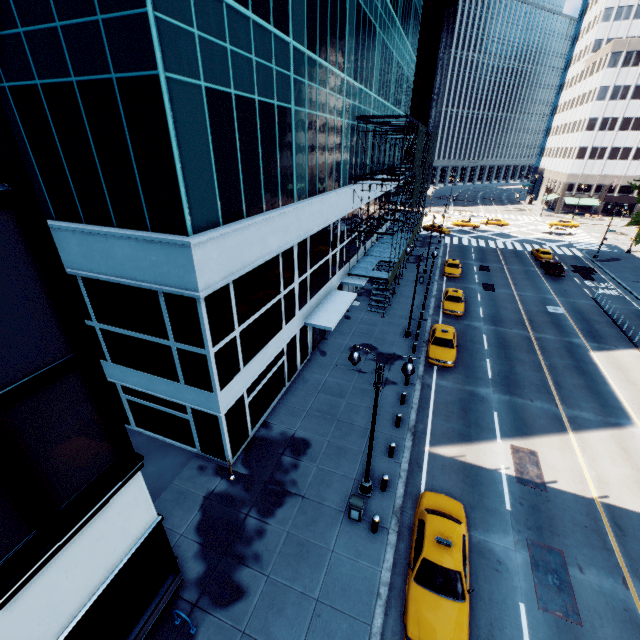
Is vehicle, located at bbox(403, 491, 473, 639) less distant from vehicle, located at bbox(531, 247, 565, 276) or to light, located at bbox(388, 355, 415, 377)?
light, located at bbox(388, 355, 415, 377)

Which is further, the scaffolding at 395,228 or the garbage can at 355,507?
the scaffolding at 395,228

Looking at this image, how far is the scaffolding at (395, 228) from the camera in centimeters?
2495cm

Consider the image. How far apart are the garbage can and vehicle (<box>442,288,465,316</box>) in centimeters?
2056cm

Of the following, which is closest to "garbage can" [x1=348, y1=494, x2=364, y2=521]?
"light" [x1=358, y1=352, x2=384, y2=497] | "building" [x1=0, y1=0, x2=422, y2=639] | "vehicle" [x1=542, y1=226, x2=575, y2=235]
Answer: "light" [x1=358, y1=352, x2=384, y2=497]

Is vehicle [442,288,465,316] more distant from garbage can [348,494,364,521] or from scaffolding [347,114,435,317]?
garbage can [348,494,364,521]

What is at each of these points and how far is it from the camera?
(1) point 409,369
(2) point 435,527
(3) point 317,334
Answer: (1) light, 10.6m
(2) vehicle, 11.8m
(3) door, 24.7m

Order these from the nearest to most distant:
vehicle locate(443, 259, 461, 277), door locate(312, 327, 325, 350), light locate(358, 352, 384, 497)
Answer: light locate(358, 352, 384, 497)
door locate(312, 327, 325, 350)
vehicle locate(443, 259, 461, 277)
